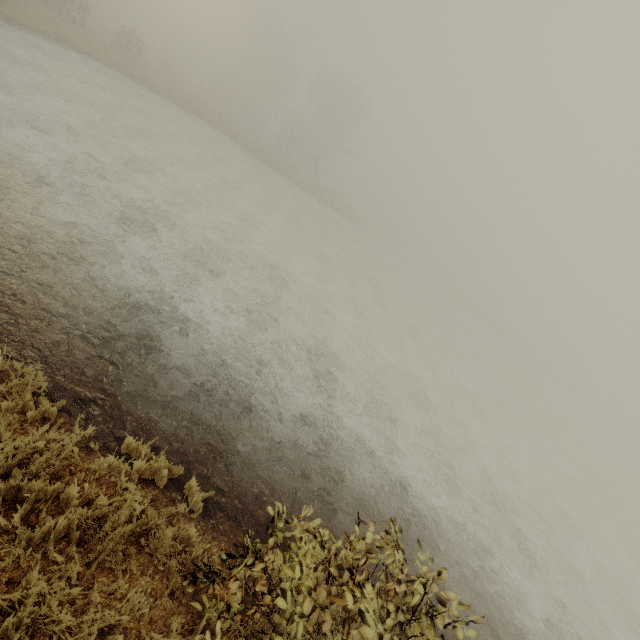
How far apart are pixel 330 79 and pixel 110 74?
32.95m
